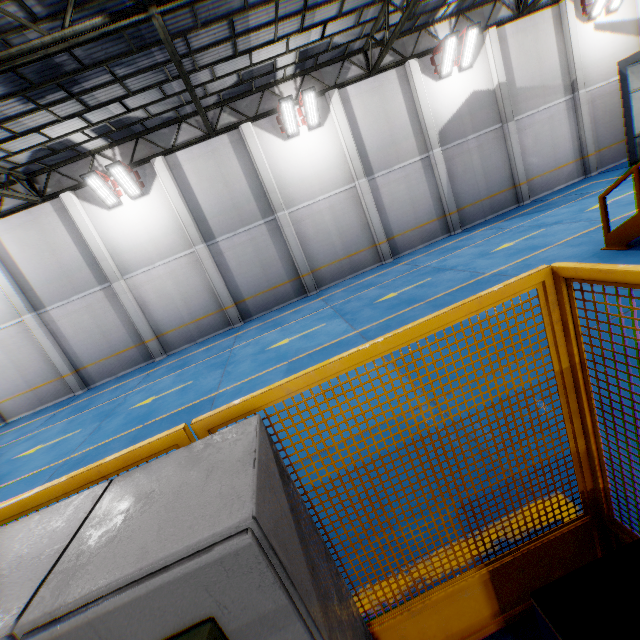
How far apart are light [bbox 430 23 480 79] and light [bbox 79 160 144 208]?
13.9 meters

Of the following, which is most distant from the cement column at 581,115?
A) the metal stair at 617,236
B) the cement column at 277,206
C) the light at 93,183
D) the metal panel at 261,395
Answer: the light at 93,183

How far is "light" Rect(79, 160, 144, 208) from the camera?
12.5m

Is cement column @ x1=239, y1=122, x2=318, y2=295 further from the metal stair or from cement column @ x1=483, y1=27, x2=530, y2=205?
cement column @ x1=483, y1=27, x2=530, y2=205

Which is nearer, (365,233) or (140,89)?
(140,89)

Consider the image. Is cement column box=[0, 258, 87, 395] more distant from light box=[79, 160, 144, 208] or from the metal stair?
the metal stair

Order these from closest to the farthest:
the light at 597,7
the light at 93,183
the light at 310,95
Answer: the light at 93,183 → the light at 310,95 → the light at 597,7

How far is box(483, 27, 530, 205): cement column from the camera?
14.66m
